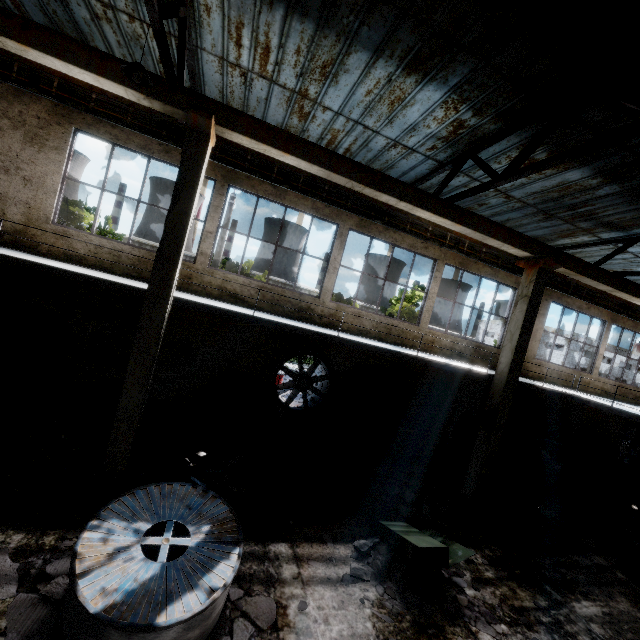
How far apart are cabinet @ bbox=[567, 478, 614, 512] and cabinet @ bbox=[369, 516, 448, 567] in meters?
10.2

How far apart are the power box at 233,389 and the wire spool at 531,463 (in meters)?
10.79

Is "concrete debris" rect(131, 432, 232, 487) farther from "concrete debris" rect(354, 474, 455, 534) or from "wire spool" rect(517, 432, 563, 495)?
"wire spool" rect(517, 432, 563, 495)

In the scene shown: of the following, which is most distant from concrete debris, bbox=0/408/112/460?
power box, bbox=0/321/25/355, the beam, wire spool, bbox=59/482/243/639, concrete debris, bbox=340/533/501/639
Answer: the beam

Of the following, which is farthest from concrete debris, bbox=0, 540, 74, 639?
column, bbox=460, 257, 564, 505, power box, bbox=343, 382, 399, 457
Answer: column, bbox=460, 257, 564, 505

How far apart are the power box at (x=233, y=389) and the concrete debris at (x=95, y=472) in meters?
2.8

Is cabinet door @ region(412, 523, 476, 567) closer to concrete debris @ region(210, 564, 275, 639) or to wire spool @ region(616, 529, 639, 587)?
concrete debris @ region(210, 564, 275, 639)

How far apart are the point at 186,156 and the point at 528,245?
9.36m
